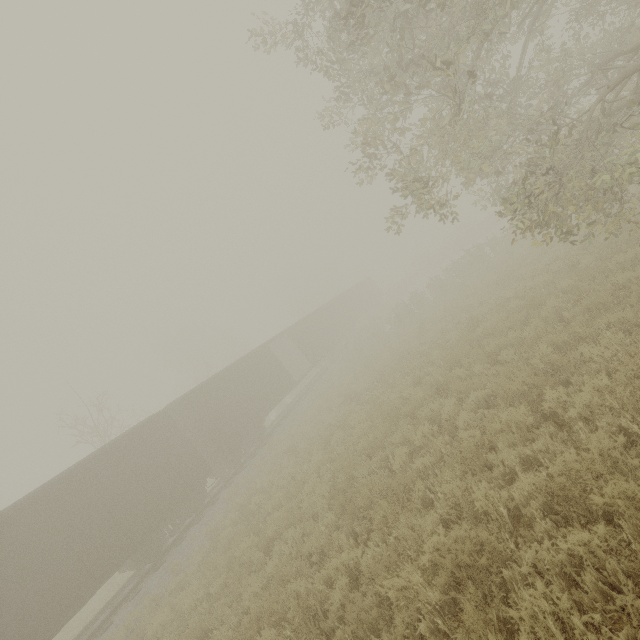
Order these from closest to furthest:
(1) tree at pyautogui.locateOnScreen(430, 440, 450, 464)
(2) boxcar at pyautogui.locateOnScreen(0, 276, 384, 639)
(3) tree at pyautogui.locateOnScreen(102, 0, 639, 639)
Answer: (3) tree at pyautogui.locateOnScreen(102, 0, 639, 639)
(1) tree at pyautogui.locateOnScreen(430, 440, 450, 464)
(2) boxcar at pyautogui.locateOnScreen(0, 276, 384, 639)

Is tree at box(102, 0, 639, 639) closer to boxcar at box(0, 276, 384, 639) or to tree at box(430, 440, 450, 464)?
tree at box(430, 440, 450, 464)

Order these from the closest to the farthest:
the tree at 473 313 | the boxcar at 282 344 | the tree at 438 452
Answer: the tree at 473 313, the tree at 438 452, the boxcar at 282 344

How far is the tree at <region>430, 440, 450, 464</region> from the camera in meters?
6.3

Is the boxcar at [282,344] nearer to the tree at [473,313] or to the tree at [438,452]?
the tree at [438,452]

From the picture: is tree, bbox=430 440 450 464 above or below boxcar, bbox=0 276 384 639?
below

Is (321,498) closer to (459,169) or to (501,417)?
(501,417)
